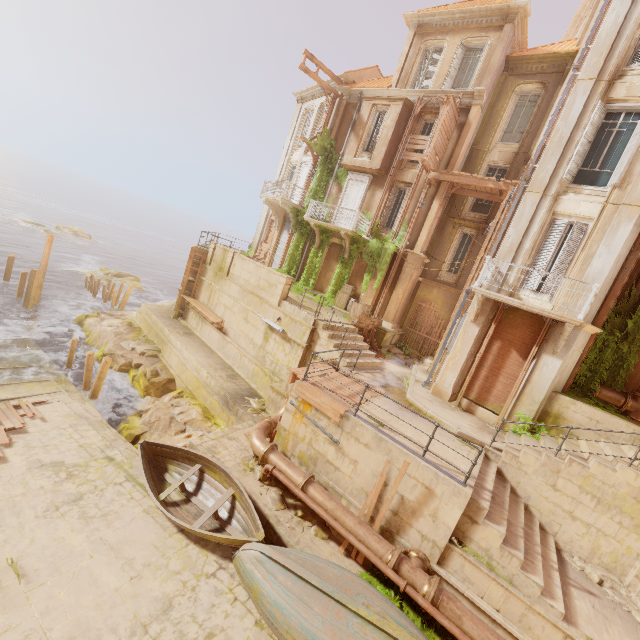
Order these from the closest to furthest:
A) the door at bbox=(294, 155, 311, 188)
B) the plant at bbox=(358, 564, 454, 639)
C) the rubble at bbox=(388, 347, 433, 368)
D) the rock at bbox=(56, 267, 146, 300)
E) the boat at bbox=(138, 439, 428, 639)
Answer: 1. the boat at bbox=(138, 439, 428, 639)
2. the plant at bbox=(358, 564, 454, 639)
3. the rubble at bbox=(388, 347, 433, 368)
4. the door at bbox=(294, 155, 311, 188)
5. the rock at bbox=(56, 267, 146, 300)

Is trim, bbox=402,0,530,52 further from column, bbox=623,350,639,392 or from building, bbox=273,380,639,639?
building, bbox=273,380,639,639

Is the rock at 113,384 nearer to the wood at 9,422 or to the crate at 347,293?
the wood at 9,422

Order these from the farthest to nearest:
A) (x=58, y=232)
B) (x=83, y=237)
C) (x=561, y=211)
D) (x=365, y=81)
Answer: (x=83, y=237) < (x=58, y=232) < (x=365, y=81) < (x=561, y=211)

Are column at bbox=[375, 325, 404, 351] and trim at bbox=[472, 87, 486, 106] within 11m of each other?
no

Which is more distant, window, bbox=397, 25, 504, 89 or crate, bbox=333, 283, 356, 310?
crate, bbox=333, 283, 356, 310

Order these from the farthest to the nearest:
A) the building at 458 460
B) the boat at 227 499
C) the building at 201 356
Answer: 1. the building at 201 356
2. the building at 458 460
3. the boat at 227 499

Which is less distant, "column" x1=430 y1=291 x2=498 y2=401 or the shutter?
the shutter
